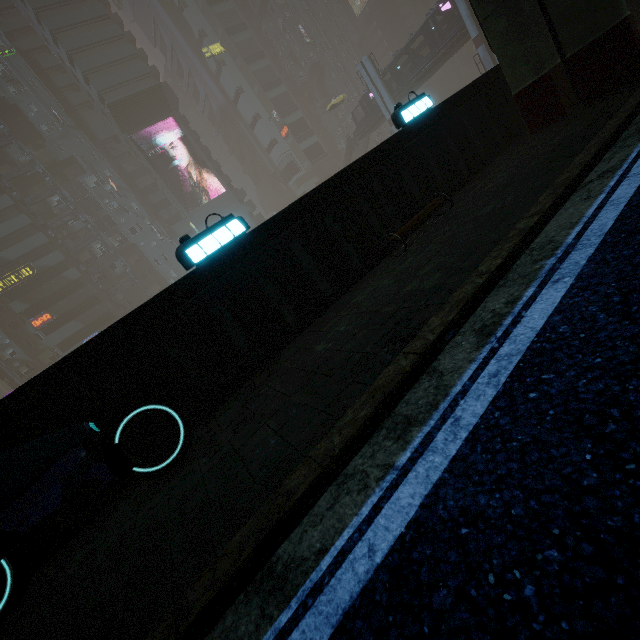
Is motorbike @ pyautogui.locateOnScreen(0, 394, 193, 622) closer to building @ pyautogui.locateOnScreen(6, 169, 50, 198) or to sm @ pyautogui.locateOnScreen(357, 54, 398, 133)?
building @ pyautogui.locateOnScreen(6, 169, 50, 198)

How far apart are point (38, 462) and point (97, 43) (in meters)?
68.20

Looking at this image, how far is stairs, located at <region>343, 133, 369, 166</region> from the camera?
54.6m

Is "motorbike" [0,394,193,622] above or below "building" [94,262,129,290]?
below

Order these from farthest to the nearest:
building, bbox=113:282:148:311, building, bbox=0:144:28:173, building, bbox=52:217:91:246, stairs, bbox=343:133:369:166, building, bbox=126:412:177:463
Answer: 1. stairs, bbox=343:133:369:166
2. building, bbox=113:282:148:311
3. building, bbox=52:217:91:246
4. building, bbox=0:144:28:173
5. building, bbox=126:412:177:463

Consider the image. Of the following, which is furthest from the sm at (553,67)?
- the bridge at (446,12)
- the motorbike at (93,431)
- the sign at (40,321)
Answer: the sign at (40,321)

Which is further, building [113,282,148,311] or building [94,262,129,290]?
building [113,282,148,311]

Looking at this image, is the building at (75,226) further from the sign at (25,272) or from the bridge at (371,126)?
the bridge at (371,126)
